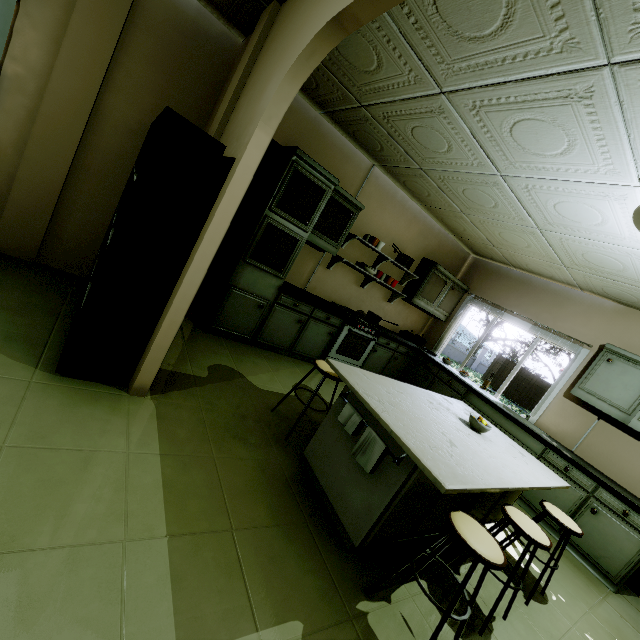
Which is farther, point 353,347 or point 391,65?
point 353,347

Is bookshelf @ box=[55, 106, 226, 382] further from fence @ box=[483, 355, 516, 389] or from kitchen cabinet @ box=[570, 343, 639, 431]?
fence @ box=[483, 355, 516, 389]

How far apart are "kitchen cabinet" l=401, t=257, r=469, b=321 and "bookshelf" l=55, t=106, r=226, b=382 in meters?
3.9

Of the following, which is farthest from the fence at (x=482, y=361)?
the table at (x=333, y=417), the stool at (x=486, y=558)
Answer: the stool at (x=486, y=558)

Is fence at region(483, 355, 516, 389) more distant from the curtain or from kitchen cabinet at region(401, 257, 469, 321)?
the curtain

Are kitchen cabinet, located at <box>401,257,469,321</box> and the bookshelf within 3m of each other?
no

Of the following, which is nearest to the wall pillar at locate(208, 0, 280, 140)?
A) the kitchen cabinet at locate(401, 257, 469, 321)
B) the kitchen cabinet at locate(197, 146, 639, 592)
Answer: the kitchen cabinet at locate(197, 146, 639, 592)

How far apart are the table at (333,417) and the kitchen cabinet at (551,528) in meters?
1.1
